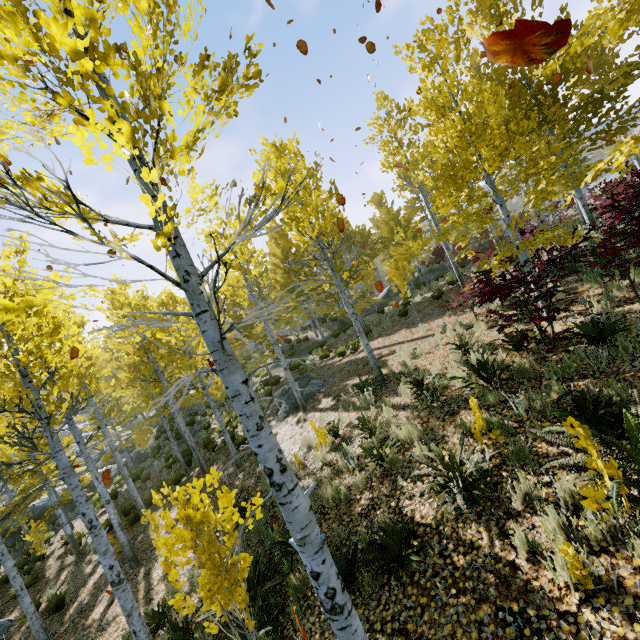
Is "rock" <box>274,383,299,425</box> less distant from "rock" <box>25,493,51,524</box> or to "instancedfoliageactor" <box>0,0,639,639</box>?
"instancedfoliageactor" <box>0,0,639,639</box>

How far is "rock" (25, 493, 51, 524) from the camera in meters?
19.5

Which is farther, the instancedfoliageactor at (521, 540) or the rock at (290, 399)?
the rock at (290, 399)

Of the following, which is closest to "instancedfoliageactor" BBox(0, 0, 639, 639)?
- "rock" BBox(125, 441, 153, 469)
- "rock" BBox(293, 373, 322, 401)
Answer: "rock" BBox(125, 441, 153, 469)

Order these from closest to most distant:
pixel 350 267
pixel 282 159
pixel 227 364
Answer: pixel 227 364
pixel 282 159
pixel 350 267

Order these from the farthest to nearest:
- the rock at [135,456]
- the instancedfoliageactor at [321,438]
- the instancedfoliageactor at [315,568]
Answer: the rock at [135,456]
the instancedfoliageactor at [321,438]
the instancedfoliageactor at [315,568]

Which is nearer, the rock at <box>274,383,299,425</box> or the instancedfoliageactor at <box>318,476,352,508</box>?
the instancedfoliageactor at <box>318,476,352,508</box>

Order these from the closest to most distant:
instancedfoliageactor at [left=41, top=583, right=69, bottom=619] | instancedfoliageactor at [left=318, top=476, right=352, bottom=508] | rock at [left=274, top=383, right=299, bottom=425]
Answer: instancedfoliageactor at [left=318, top=476, right=352, bottom=508] → instancedfoliageactor at [left=41, top=583, right=69, bottom=619] → rock at [left=274, top=383, right=299, bottom=425]
